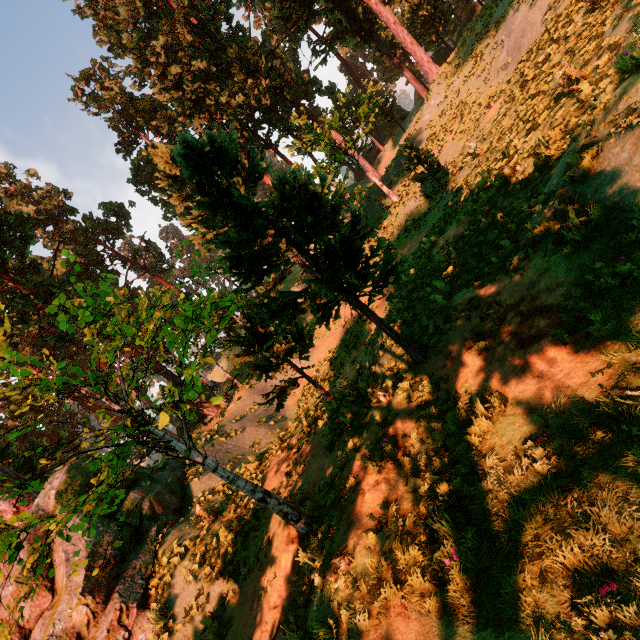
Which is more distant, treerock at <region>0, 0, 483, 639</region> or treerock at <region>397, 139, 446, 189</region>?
treerock at <region>397, 139, 446, 189</region>

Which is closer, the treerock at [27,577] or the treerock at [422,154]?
the treerock at [27,577]

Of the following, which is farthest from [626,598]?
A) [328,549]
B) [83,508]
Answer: [83,508]

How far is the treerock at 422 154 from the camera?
17.5 meters

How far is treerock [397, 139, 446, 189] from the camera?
17.5 meters
